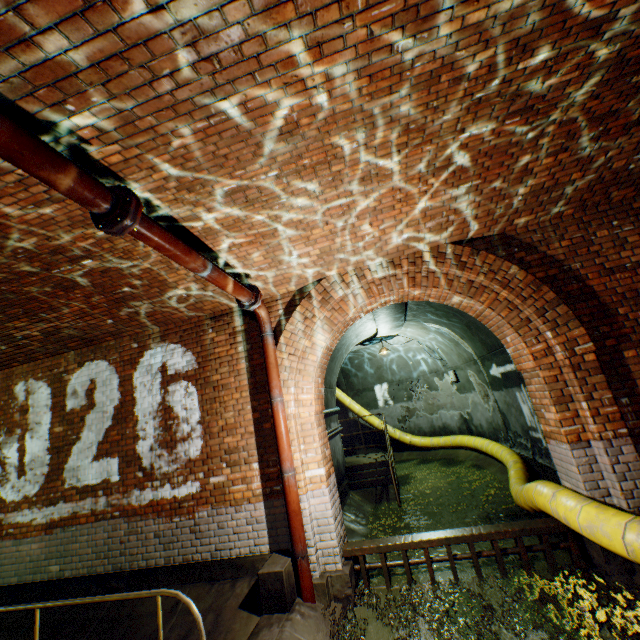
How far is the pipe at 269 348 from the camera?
4.1m

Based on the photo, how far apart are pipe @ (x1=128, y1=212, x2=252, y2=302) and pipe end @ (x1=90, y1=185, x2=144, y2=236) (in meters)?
0.01

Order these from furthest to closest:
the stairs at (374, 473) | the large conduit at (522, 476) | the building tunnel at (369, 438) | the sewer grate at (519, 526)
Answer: the building tunnel at (369, 438) → the stairs at (374, 473) → the sewer grate at (519, 526) → the large conduit at (522, 476)

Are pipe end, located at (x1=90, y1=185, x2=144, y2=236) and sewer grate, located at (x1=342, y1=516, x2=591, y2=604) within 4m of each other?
no

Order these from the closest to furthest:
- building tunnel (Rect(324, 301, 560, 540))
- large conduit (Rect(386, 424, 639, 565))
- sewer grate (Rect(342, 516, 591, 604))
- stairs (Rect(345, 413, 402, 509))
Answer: large conduit (Rect(386, 424, 639, 565))
sewer grate (Rect(342, 516, 591, 604))
building tunnel (Rect(324, 301, 560, 540))
stairs (Rect(345, 413, 402, 509))

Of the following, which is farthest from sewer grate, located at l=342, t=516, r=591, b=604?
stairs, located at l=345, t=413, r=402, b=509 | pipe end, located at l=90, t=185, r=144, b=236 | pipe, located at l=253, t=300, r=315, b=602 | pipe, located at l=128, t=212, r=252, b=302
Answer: pipe end, located at l=90, t=185, r=144, b=236

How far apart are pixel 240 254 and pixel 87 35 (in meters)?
2.80

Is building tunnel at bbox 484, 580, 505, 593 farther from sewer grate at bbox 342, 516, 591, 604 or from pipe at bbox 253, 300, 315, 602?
pipe at bbox 253, 300, 315, 602
